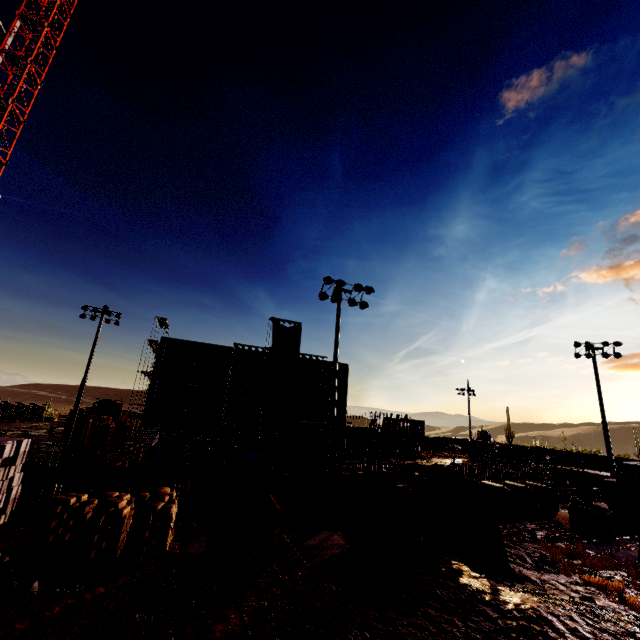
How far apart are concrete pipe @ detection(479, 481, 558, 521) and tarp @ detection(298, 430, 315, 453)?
23.3 meters

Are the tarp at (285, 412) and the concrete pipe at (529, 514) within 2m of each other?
no

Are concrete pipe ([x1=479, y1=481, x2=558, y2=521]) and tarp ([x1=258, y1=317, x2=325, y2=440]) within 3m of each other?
no

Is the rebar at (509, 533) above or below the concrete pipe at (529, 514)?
below

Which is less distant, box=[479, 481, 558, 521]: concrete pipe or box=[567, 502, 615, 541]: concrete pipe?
box=[567, 502, 615, 541]: concrete pipe

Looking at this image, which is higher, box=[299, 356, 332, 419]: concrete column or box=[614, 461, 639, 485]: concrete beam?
box=[299, 356, 332, 419]: concrete column

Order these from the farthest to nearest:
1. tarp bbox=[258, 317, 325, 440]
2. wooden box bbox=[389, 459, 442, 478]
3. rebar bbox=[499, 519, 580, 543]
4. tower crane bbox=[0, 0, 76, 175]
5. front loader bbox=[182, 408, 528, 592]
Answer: tarp bbox=[258, 317, 325, 440]
tower crane bbox=[0, 0, 76, 175]
wooden box bbox=[389, 459, 442, 478]
rebar bbox=[499, 519, 580, 543]
front loader bbox=[182, 408, 528, 592]

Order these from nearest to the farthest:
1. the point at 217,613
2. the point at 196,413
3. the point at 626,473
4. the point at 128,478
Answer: the point at 217,613
the point at 626,473
the point at 128,478
the point at 196,413
